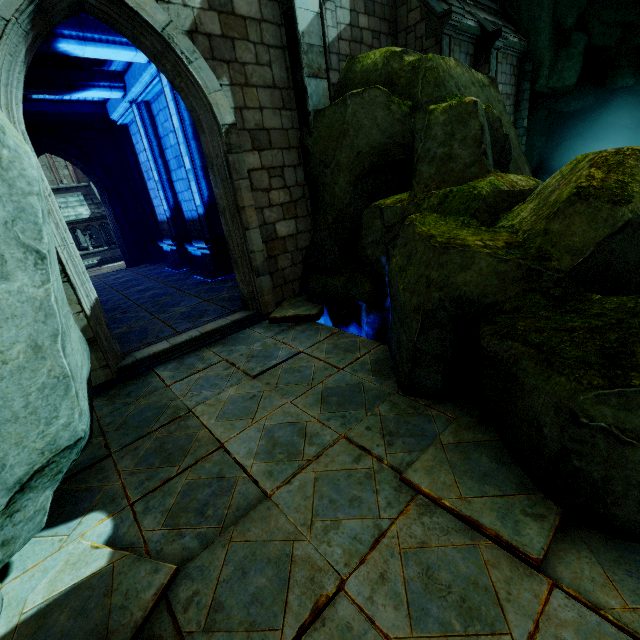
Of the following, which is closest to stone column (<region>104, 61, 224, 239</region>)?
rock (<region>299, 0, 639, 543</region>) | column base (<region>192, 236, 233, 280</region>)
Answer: column base (<region>192, 236, 233, 280</region>)

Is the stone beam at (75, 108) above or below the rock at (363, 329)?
above

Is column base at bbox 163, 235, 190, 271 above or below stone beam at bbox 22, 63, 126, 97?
below

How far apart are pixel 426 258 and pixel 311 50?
5.15m

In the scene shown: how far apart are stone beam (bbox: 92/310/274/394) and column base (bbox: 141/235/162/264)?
9.96m

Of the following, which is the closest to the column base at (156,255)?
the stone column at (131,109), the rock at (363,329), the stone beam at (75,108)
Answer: the stone column at (131,109)

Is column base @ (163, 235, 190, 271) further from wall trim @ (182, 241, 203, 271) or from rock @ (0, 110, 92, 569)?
rock @ (0, 110, 92, 569)

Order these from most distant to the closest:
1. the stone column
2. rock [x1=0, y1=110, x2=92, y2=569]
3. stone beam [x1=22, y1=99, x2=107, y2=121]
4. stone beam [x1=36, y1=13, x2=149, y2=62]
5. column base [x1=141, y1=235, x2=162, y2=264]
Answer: column base [x1=141, y1=235, x2=162, y2=264]
stone beam [x1=22, y1=99, x2=107, y2=121]
the stone column
stone beam [x1=36, y1=13, x2=149, y2=62]
rock [x1=0, y1=110, x2=92, y2=569]
